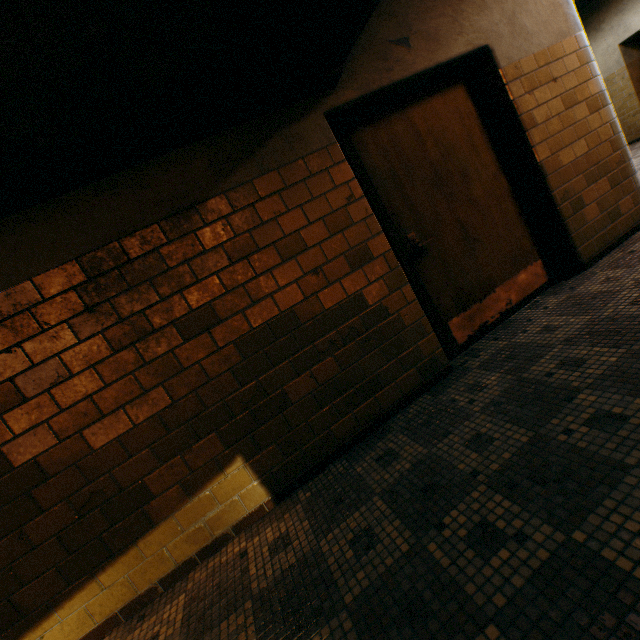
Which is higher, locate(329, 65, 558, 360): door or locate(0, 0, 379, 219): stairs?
locate(0, 0, 379, 219): stairs

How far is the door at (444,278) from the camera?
2.6m

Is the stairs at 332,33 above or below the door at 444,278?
above

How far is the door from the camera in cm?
263

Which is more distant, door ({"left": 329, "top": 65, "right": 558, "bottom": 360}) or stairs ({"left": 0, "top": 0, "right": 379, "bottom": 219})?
door ({"left": 329, "top": 65, "right": 558, "bottom": 360})

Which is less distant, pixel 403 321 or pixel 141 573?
pixel 141 573
